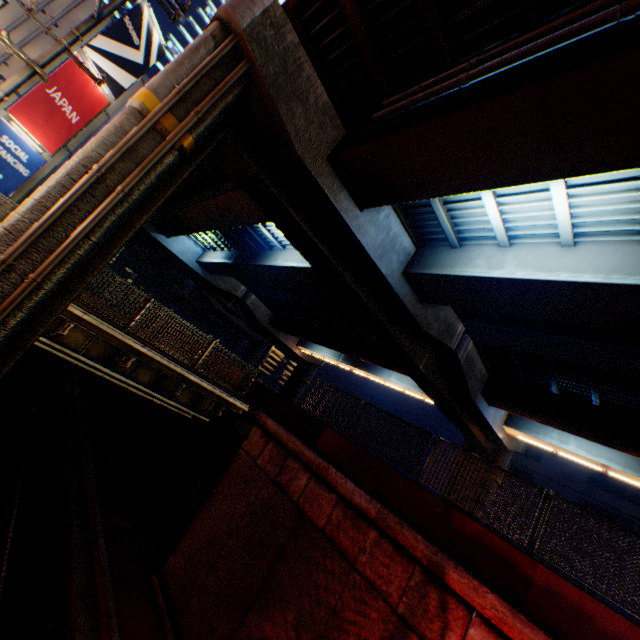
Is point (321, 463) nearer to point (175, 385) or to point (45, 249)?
point (175, 385)

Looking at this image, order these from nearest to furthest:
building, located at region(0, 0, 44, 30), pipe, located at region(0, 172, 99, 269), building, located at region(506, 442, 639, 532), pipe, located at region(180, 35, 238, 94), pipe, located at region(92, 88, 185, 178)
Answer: pipe, located at region(0, 172, 99, 269), pipe, located at region(92, 88, 185, 178), pipe, located at region(180, 35, 238, 94), building, located at region(0, 0, 44, 30), building, located at region(506, 442, 639, 532)

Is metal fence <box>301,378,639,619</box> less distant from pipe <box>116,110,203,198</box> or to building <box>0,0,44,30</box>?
pipe <box>116,110,203,198</box>

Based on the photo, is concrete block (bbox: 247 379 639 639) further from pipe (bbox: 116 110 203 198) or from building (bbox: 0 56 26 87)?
building (bbox: 0 56 26 87)

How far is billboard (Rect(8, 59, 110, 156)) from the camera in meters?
14.8

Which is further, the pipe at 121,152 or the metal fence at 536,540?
the pipe at 121,152

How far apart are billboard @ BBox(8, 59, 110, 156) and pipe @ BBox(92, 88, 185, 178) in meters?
12.7 m

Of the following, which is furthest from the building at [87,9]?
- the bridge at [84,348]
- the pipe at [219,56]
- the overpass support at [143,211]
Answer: the pipe at [219,56]
